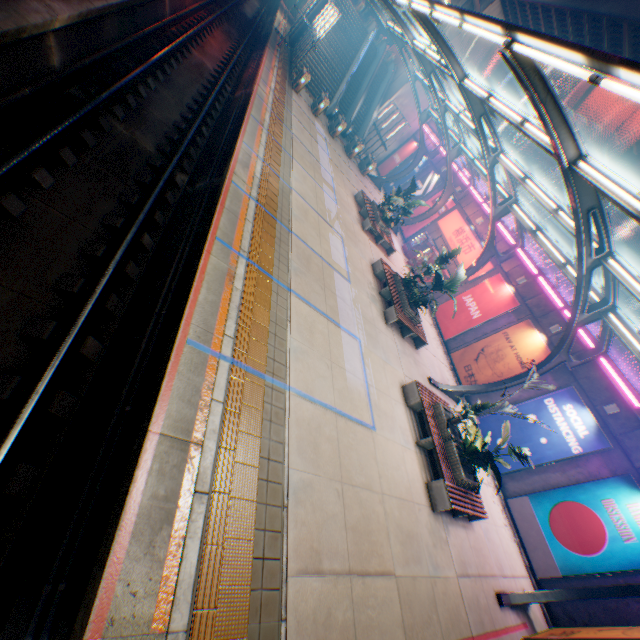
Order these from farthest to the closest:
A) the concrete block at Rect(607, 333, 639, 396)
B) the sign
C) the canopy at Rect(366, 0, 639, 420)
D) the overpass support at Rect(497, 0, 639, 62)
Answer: the sign → the overpass support at Rect(497, 0, 639, 62) → the concrete block at Rect(607, 333, 639, 396) → the canopy at Rect(366, 0, 639, 420)

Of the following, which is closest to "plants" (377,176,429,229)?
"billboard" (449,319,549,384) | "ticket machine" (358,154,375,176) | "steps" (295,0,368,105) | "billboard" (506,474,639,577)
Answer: "ticket machine" (358,154,375,176)

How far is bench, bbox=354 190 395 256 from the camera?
18.09m

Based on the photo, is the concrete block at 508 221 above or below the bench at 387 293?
above

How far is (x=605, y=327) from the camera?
11.6 meters

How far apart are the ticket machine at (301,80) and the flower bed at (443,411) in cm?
2226

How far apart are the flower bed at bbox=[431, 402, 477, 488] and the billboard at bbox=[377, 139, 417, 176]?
27.9 meters

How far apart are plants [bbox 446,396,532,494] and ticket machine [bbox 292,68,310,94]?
23.8 meters
